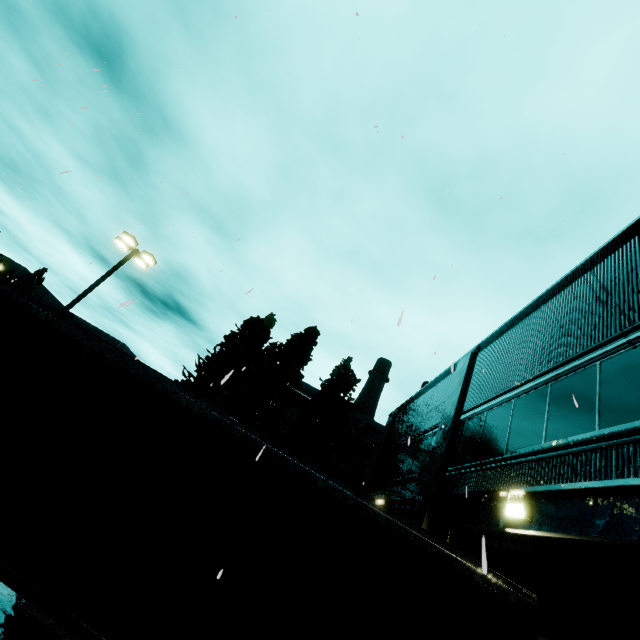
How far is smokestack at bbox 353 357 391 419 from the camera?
44.6 meters

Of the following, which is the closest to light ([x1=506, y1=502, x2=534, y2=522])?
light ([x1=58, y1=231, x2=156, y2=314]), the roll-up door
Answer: the roll-up door

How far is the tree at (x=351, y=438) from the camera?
19.7m

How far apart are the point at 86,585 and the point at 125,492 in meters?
0.9

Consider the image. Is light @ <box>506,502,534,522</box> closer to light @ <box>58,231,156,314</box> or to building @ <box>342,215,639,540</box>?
building @ <box>342,215,639,540</box>

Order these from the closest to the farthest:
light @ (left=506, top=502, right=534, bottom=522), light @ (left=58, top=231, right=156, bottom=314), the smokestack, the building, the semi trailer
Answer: the semi trailer < the building < light @ (left=506, top=502, right=534, bottom=522) < light @ (left=58, top=231, right=156, bottom=314) < the smokestack

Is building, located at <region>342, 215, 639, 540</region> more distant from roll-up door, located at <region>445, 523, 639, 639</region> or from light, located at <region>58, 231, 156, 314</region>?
light, located at <region>58, 231, 156, 314</region>

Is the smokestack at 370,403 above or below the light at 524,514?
above
